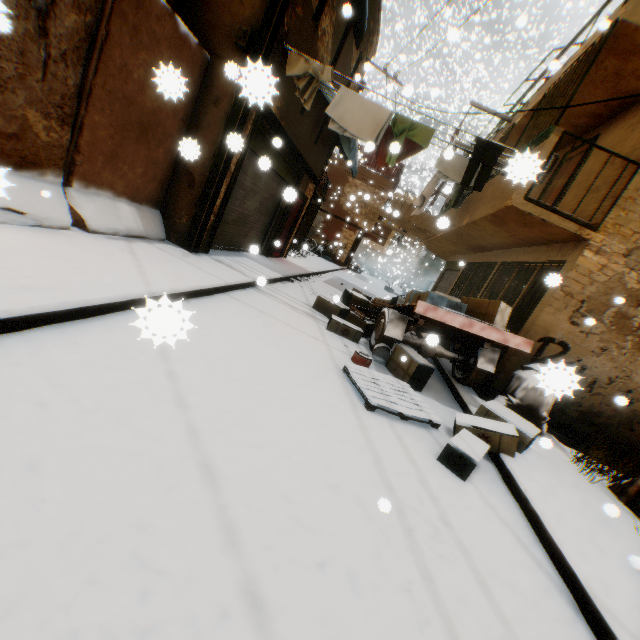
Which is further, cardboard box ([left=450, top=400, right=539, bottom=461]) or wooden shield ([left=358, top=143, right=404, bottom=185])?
wooden shield ([left=358, top=143, right=404, bottom=185])

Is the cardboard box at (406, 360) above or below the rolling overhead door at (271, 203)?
below

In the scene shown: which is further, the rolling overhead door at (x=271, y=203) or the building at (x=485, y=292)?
→ the rolling overhead door at (x=271, y=203)

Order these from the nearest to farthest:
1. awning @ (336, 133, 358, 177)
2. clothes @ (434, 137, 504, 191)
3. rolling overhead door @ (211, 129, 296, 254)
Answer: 1. clothes @ (434, 137, 504, 191)
2. rolling overhead door @ (211, 129, 296, 254)
3. awning @ (336, 133, 358, 177)

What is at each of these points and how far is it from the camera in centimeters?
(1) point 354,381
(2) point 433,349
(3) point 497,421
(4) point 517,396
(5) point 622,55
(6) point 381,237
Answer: (1) wooden pallet, 438cm
(2) cart, 659cm
(3) cardboard box, 439cm
(4) trash bag, 566cm
(5) building, 551cm
(6) balcony, 2442cm

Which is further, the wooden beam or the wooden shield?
the wooden shield

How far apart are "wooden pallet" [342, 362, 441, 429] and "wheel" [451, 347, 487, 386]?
2.0 meters

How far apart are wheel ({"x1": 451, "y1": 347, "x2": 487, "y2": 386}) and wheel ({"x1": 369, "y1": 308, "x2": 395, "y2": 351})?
1.64m
